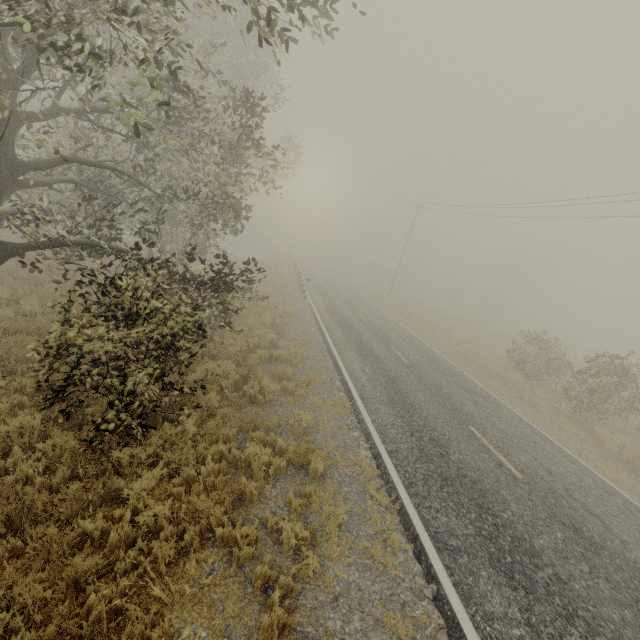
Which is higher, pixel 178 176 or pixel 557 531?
pixel 178 176
